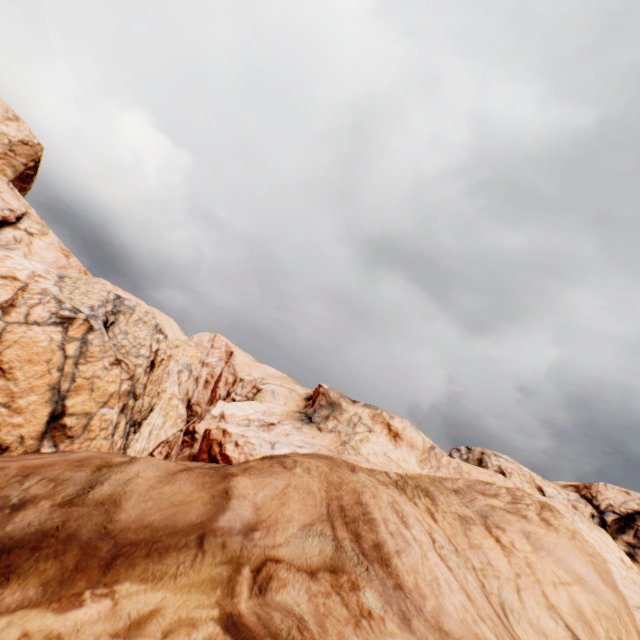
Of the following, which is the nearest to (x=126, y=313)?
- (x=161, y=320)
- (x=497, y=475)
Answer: (x=161, y=320)
